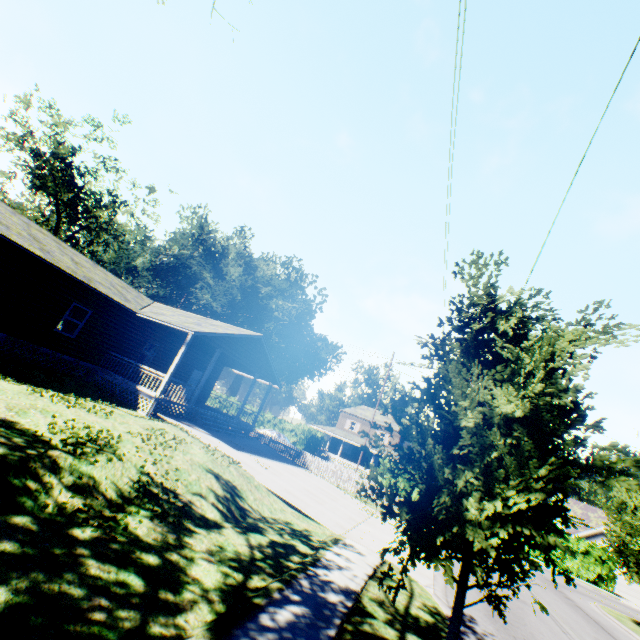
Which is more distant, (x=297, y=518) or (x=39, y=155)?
(x=39, y=155)

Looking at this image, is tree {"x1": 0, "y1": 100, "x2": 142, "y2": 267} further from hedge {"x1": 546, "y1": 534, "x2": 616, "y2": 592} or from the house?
hedge {"x1": 546, "y1": 534, "x2": 616, "y2": 592}

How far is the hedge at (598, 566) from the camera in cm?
2880

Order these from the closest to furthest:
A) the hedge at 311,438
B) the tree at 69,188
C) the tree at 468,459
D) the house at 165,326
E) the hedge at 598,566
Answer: the tree at 468,459 → the house at 165,326 → the hedge at 598,566 → the tree at 69,188 → the hedge at 311,438

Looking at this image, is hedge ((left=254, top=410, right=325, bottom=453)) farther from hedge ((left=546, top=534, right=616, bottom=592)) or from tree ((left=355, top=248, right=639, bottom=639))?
tree ((left=355, top=248, right=639, bottom=639))

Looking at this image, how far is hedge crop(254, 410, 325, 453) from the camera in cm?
4144

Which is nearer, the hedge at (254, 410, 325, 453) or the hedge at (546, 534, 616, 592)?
the hedge at (546, 534, 616, 592)

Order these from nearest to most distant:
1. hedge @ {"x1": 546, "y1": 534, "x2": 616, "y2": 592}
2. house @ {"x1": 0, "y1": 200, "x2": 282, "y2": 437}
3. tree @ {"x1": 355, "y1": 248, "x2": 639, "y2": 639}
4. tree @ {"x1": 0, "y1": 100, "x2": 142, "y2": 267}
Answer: tree @ {"x1": 355, "y1": 248, "x2": 639, "y2": 639}
house @ {"x1": 0, "y1": 200, "x2": 282, "y2": 437}
hedge @ {"x1": 546, "y1": 534, "x2": 616, "y2": 592}
tree @ {"x1": 0, "y1": 100, "x2": 142, "y2": 267}
